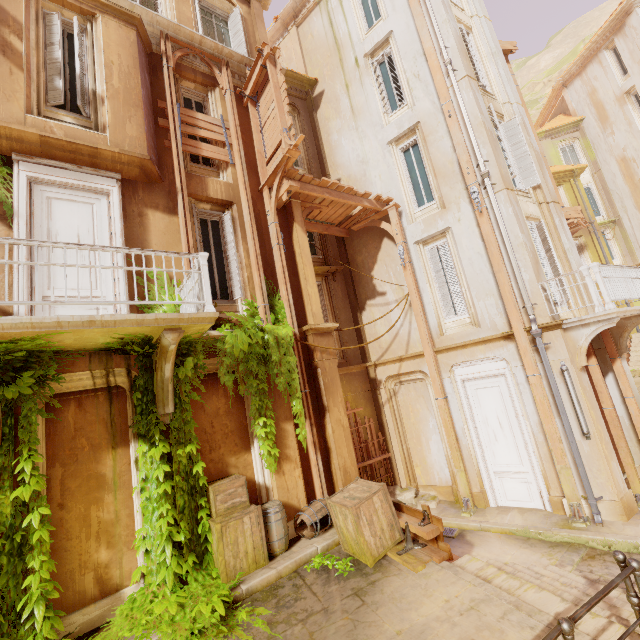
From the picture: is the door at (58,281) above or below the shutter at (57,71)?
below

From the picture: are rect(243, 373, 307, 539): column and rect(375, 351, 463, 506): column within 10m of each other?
yes

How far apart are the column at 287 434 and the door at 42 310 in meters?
2.1

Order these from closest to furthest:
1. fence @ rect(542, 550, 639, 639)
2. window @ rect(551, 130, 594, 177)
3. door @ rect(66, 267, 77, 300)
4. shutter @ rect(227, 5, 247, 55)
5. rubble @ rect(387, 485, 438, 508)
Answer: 1. fence @ rect(542, 550, 639, 639)
2. door @ rect(66, 267, 77, 300)
3. rubble @ rect(387, 485, 438, 508)
4. shutter @ rect(227, 5, 247, 55)
5. window @ rect(551, 130, 594, 177)

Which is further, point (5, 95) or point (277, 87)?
point (277, 87)

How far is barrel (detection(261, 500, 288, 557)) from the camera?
6.0 meters

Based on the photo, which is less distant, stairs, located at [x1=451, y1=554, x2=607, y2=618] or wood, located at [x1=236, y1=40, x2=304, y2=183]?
stairs, located at [x1=451, y1=554, x2=607, y2=618]

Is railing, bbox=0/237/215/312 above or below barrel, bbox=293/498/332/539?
above
